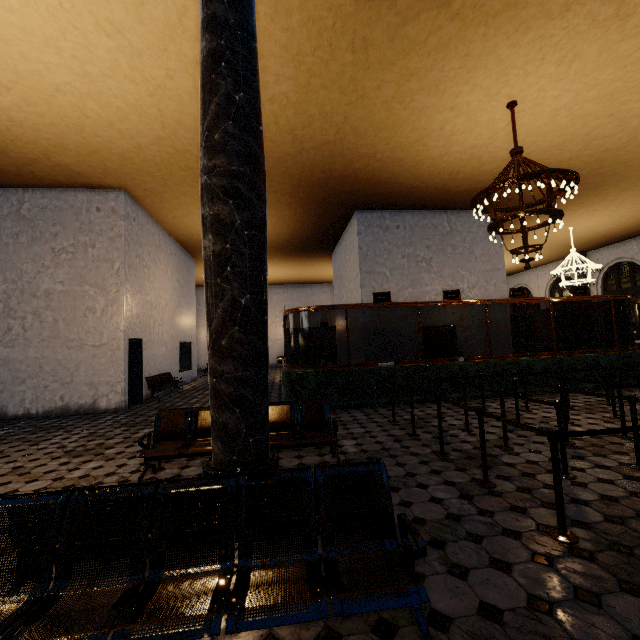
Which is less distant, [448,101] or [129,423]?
[448,101]
